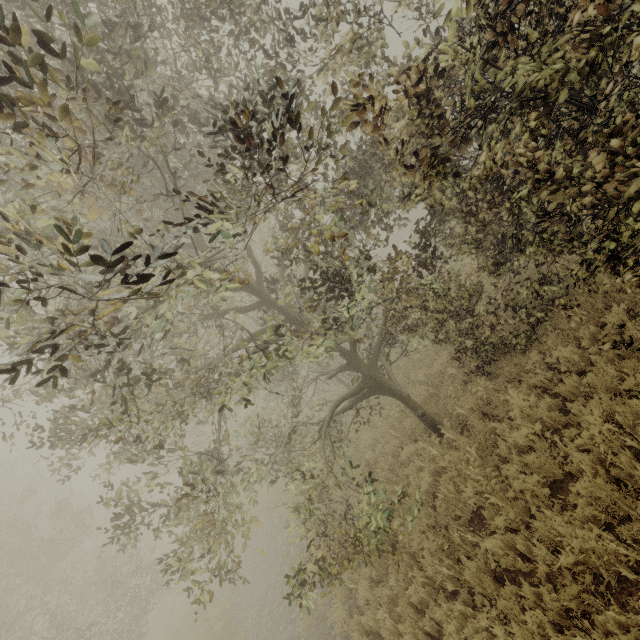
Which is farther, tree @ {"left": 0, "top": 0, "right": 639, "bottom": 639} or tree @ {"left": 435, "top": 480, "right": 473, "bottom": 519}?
tree @ {"left": 435, "top": 480, "right": 473, "bottom": 519}

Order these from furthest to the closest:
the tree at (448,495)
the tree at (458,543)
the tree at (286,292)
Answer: the tree at (448,495) < the tree at (458,543) < the tree at (286,292)

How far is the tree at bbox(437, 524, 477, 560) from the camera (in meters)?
5.01

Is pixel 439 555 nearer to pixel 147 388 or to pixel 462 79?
pixel 147 388

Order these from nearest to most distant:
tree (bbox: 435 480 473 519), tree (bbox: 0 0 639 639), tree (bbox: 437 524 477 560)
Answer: tree (bbox: 0 0 639 639) < tree (bbox: 437 524 477 560) < tree (bbox: 435 480 473 519)

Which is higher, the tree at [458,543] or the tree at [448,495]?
the tree at [458,543]
